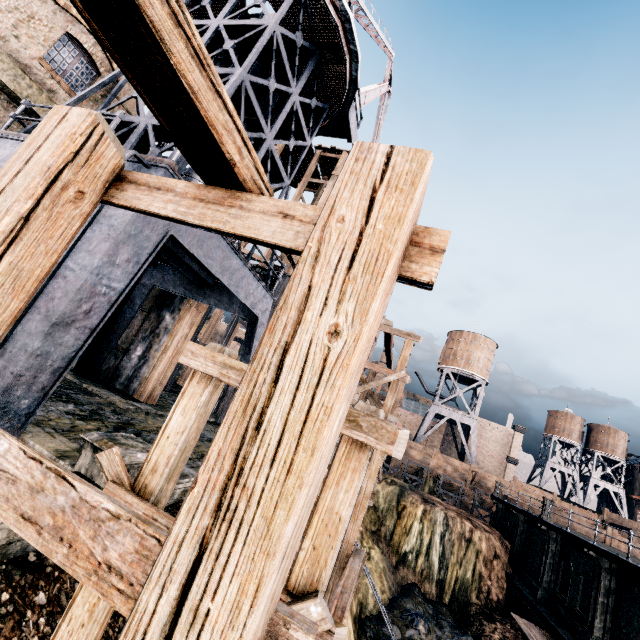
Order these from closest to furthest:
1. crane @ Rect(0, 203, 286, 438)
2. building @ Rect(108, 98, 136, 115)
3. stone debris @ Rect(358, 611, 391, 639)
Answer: crane @ Rect(0, 203, 286, 438)
building @ Rect(108, 98, 136, 115)
stone debris @ Rect(358, 611, 391, 639)

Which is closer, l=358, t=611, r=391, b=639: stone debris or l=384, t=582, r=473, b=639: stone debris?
l=358, t=611, r=391, b=639: stone debris

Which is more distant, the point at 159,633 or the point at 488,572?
the point at 488,572

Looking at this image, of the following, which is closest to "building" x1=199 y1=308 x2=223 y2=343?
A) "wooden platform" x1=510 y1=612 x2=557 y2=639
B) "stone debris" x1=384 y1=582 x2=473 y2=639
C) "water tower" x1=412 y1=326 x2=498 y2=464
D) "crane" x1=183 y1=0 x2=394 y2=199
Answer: "crane" x1=183 y1=0 x2=394 y2=199

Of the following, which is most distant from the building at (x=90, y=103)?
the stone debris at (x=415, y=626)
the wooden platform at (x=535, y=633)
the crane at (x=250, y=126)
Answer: the stone debris at (x=415, y=626)

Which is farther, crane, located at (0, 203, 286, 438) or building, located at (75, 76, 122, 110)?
building, located at (75, 76, 122, 110)

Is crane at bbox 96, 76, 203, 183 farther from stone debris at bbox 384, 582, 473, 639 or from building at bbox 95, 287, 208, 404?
stone debris at bbox 384, 582, 473, 639

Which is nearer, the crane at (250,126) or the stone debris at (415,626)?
the crane at (250,126)
